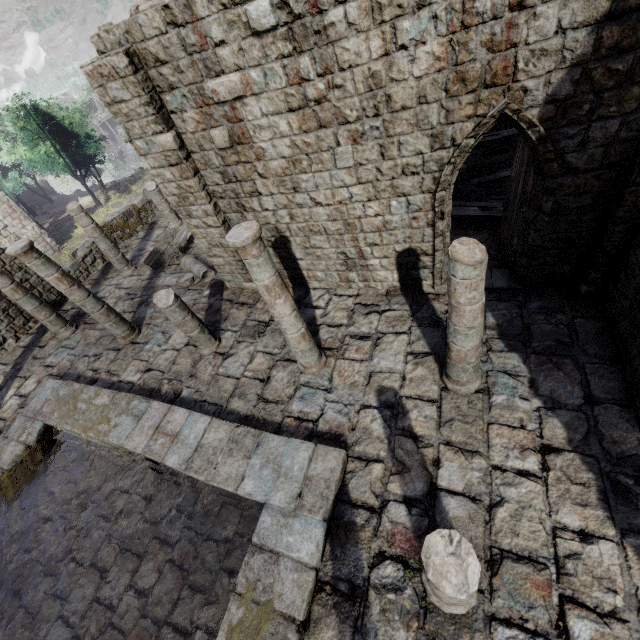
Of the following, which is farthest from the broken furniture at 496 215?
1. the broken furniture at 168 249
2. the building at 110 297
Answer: the broken furniture at 168 249

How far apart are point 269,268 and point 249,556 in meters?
4.9 m

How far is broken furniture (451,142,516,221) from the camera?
9.7m

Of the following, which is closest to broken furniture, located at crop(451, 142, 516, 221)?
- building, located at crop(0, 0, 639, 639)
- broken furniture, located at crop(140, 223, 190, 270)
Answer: building, located at crop(0, 0, 639, 639)

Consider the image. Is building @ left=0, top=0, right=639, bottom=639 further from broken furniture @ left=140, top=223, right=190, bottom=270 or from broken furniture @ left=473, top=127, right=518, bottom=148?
broken furniture @ left=140, top=223, right=190, bottom=270

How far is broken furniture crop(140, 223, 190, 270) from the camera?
13.6 meters

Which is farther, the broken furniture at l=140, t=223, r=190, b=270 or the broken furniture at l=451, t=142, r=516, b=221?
the broken furniture at l=140, t=223, r=190, b=270

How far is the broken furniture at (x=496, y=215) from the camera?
9.7m
